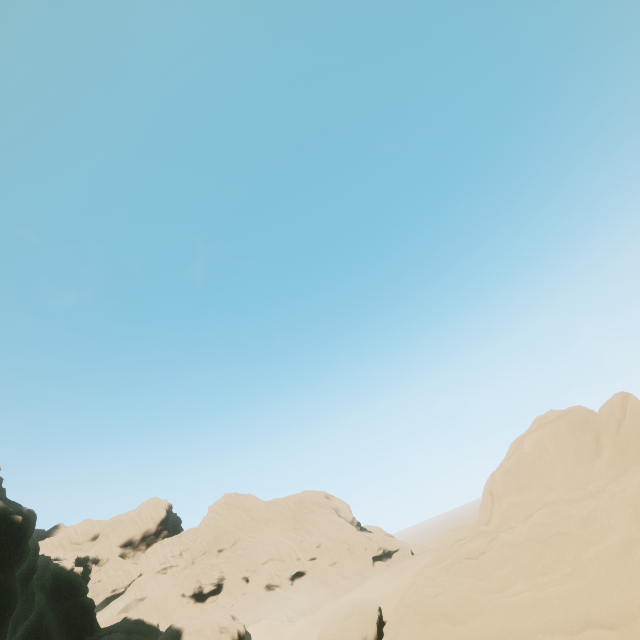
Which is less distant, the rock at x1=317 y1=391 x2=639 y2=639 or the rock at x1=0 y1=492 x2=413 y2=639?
the rock at x1=317 y1=391 x2=639 y2=639

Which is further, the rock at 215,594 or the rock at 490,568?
the rock at 215,594

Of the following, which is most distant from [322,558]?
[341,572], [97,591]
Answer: [97,591]
